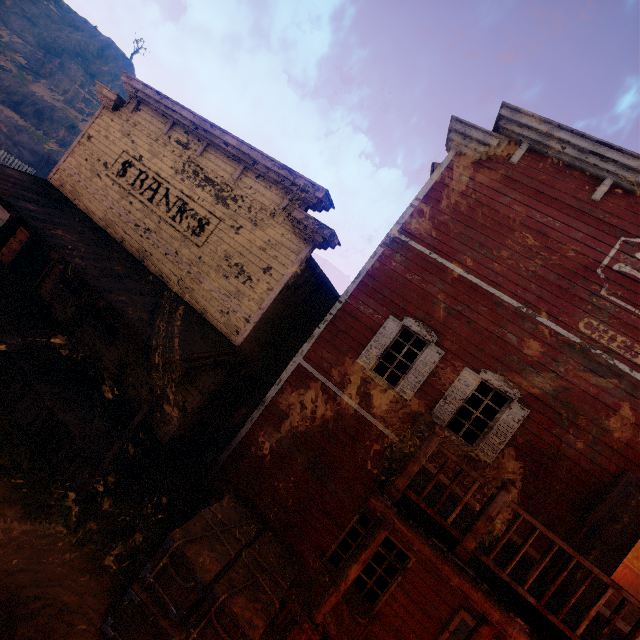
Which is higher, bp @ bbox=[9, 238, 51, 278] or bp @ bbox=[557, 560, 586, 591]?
bp @ bbox=[557, 560, 586, 591]

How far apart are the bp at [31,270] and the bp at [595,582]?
16.30m

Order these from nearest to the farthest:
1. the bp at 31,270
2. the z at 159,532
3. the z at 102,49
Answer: the z at 159,532 < the bp at 31,270 < the z at 102,49

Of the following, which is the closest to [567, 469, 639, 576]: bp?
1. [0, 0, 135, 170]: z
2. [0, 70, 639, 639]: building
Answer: [0, 70, 639, 639]: building

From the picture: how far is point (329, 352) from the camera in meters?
7.9 m

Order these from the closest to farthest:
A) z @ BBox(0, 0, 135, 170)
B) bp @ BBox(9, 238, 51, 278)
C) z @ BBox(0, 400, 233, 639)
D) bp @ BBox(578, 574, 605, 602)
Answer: z @ BBox(0, 400, 233, 639) < bp @ BBox(578, 574, 605, 602) < bp @ BBox(9, 238, 51, 278) < z @ BBox(0, 0, 135, 170)

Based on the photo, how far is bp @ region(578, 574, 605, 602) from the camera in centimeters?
562cm

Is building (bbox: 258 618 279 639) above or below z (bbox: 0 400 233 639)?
above
